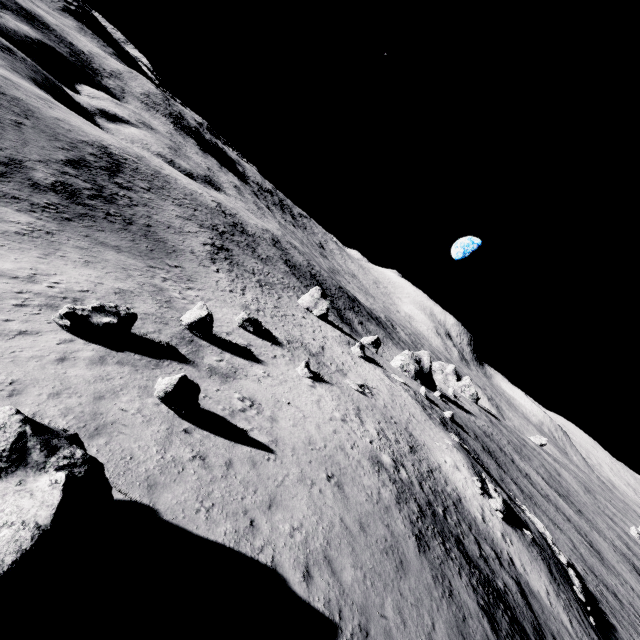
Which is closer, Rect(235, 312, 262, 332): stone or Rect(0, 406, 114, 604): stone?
Rect(0, 406, 114, 604): stone

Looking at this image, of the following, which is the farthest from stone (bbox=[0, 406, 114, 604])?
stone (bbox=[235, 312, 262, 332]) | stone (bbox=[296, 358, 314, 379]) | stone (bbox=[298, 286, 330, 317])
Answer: stone (bbox=[298, 286, 330, 317])

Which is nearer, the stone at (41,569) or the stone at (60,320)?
the stone at (41,569)

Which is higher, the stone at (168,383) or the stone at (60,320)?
the stone at (168,383)

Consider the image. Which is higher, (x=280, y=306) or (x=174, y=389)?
(x=174, y=389)

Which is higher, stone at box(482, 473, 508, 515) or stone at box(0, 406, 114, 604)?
stone at box(0, 406, 114, 604)

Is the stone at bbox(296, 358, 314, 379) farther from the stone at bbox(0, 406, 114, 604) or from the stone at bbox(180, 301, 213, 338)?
the stone at bbox(0, 406, 114, 604)

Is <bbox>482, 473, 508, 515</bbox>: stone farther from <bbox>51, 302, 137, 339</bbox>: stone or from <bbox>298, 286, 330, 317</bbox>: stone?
<bbox>298, 286, 330, 317</bbox>: stone
